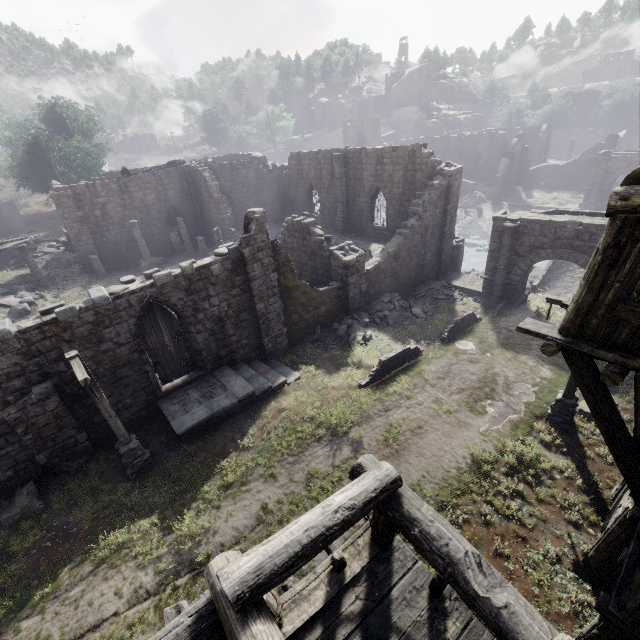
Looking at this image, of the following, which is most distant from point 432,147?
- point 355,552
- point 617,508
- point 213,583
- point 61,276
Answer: point 213,583

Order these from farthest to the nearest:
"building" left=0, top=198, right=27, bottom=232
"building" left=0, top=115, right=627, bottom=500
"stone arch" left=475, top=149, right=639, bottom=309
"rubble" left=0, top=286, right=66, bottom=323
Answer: "building" left=0, top=198, right=27, bottom=232 < "rubble" left=0, top=286, right=66, bottom=323 < "stone arch" left=475, top=149, right=639, bottom=309 < "building" left=0, top=115, right=627, bottom=500

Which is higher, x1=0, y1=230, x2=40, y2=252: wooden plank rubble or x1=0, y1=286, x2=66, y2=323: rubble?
x1=0, y1=230, x2=40, y2=252: wooden plank rubble

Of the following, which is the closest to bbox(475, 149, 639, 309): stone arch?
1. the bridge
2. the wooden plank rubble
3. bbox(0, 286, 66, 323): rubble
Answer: the bridge

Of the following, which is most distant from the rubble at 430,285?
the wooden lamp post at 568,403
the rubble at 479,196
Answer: the rubble at 479,196

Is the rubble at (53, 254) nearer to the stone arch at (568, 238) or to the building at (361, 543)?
the building at (361, 543)

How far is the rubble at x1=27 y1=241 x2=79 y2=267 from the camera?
27.8 meters

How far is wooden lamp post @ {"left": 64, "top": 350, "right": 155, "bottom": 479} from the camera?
8.2 meters
